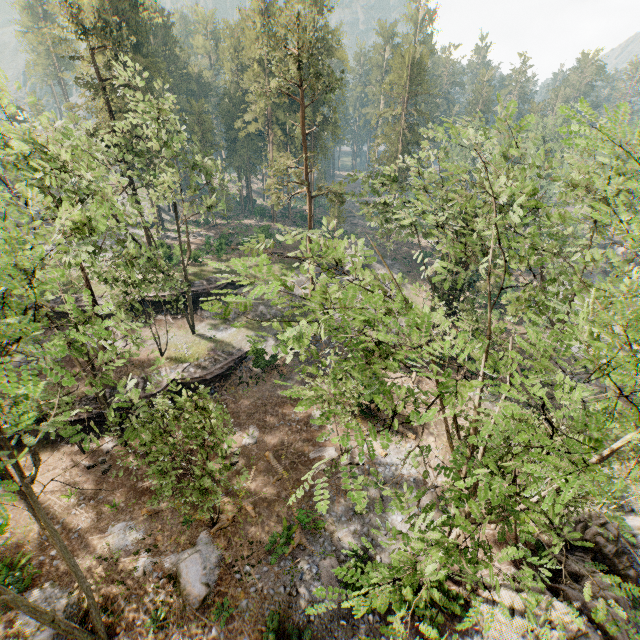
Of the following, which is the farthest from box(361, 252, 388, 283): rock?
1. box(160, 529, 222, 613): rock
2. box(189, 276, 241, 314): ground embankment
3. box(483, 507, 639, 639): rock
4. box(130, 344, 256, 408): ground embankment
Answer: box(160, 529, 222, 613): rock

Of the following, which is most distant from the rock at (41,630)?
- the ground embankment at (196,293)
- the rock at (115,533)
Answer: the ground embankment at (196,293)

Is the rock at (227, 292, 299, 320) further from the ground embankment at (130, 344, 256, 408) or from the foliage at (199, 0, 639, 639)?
the ground embankment at (130, 344, 256, 408)

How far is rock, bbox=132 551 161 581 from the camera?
15.8 meters

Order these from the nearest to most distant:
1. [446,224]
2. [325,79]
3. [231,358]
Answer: [231,358], [446,224], [325,79]

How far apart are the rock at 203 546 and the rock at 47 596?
1.67m

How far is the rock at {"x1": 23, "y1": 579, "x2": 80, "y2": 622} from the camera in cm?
1446

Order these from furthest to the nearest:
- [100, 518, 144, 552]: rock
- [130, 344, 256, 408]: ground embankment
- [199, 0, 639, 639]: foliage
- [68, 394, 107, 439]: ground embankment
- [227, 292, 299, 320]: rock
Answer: [227, 292, 299, 320]: rock < [130, 344, 256, 408]: ground embankment < [68, 394, 107, 439]: ground embankment < [100, 518, 144, 552]: rock < [199, 0, 639, 639]: foliage
